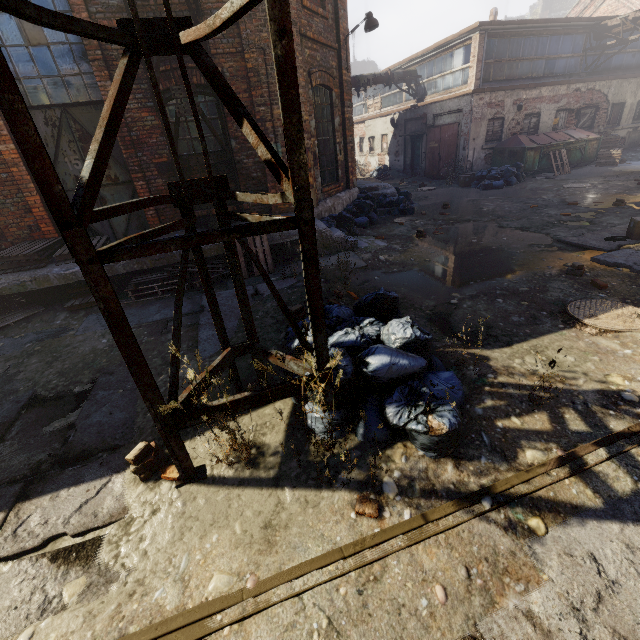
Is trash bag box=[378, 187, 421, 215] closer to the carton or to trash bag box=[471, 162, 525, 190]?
trash bag box=[471, 162, 525, 190]

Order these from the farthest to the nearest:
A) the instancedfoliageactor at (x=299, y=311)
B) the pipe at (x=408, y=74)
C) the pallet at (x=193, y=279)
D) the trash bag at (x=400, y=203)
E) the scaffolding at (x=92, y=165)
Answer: the pipe at (x=408, y=74) < the trash bag at (x=400, y=203) < the pallet at (x=193, y=279) < the instancedfoliageactor at (x=299, y=311) < the scaffolding at (x=92, y=165)

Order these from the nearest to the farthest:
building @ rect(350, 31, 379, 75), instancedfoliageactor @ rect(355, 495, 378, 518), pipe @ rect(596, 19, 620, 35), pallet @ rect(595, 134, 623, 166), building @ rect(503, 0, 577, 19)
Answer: instancedfoliageactor @ rect(355, 495, 378, 518) < pipe @ rect(596, 19, 620, 35) < pallet @ rect(595, 134, 623, 166) < building @ rect(503, 0, 577, 19) < building @ rect(350, 31, 379, 75)

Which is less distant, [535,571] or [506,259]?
[535,571]

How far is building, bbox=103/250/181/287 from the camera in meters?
6.5

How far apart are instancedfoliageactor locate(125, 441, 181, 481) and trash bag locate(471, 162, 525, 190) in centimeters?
1529cm

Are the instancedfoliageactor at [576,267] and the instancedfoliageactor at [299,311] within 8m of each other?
yes

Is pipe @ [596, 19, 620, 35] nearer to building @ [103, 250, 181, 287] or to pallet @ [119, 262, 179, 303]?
building @ [103, 250, 181, 287]
